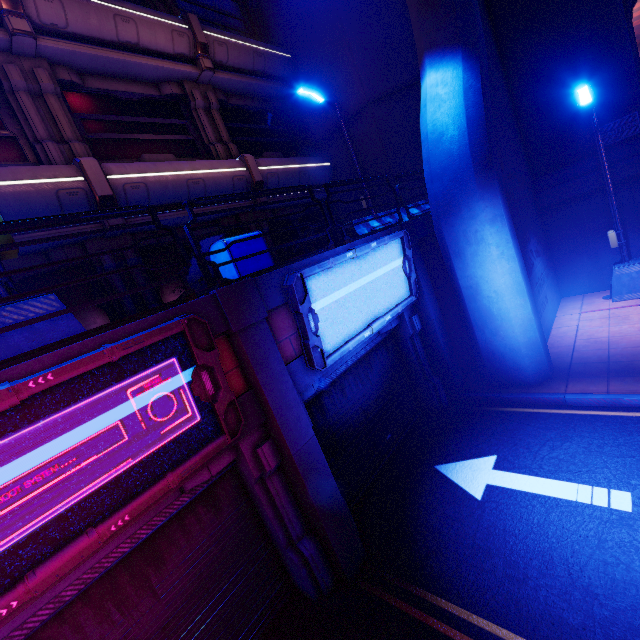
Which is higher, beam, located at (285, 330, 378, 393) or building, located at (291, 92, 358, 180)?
building, located at (291, 92, 358, 180)

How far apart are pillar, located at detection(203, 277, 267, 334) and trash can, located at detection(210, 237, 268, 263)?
0.4 meters

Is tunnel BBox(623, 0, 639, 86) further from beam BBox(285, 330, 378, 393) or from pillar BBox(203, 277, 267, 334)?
pillar BBox(203, 277, 267, 334)

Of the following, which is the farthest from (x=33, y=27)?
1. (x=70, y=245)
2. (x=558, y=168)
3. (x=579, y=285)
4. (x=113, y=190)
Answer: (x=579, y=285)

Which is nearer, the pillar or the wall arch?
the pillar

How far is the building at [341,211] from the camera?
14.5 meters

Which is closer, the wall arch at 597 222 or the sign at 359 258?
the sign at 359 258

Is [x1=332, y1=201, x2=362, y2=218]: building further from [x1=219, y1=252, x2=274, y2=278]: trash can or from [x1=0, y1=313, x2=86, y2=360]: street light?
[x1=0, y1=313, x2=86, y2=360]: street light
